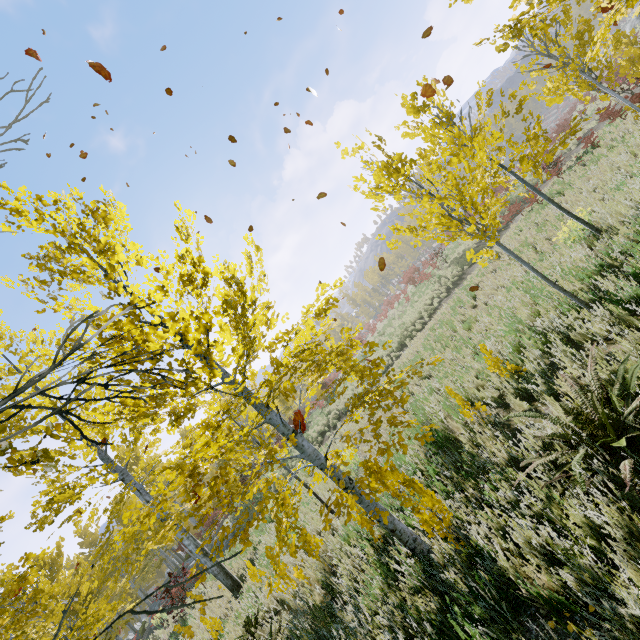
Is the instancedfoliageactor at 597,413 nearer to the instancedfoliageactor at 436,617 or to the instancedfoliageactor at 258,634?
the instancedfoliageactor at 436,617

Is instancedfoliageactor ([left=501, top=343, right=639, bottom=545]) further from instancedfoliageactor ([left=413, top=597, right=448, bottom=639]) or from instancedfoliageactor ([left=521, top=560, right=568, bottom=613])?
instancedfoliageactor ([left=521, top=560, right=568, bottom=613])

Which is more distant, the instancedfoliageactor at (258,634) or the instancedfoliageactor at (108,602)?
the instancedfoliageactor at (258,634)

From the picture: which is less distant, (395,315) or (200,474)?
(200,474)

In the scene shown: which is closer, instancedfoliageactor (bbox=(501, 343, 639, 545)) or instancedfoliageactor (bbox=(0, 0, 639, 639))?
instancedfoliageactor (bbox=(501, 343, 639, 545))

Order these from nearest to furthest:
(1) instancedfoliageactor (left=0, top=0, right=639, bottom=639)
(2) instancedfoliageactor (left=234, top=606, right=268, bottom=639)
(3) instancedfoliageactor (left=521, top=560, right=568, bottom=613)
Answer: (3) instancedfoliageactor (left=521, top=560, right=568, bottom=613), (1) instancedfoliageactor (left=0, top=0, right=639, bottom=639), (2) instancedfoliageactor (left=234, top=606, right=268, bottom=639)
